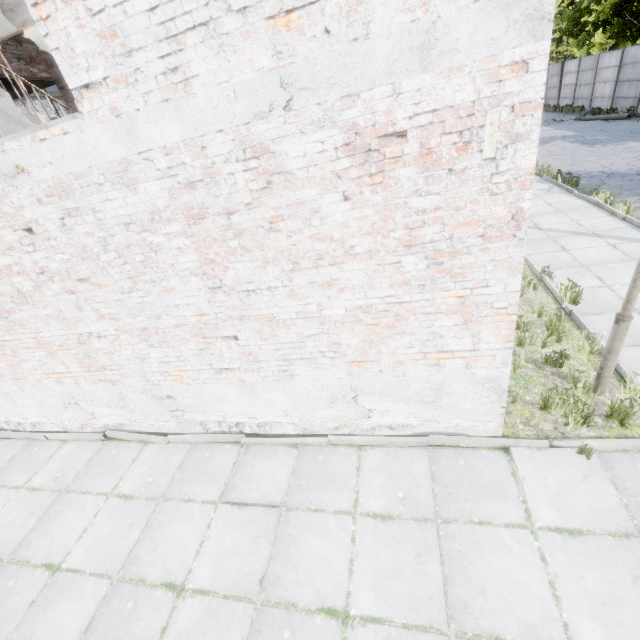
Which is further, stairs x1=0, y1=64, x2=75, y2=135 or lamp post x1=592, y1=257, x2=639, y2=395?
stairs x1=0, y1=64, x2=75, y2=135

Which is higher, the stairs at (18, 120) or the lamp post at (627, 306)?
the stairs at (18, 120)

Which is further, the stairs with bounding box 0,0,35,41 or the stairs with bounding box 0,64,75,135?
the stairs with bounding box 0,64,75,135

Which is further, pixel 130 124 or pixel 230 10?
pixel 130 124

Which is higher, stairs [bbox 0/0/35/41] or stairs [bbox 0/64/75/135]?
stairs [bbox 0/0/35/41]

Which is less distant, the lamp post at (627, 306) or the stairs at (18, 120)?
the lamp post at (627, 306)

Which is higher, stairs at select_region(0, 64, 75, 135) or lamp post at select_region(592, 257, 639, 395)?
stairs at select_region(0, 64, 75, 135)
